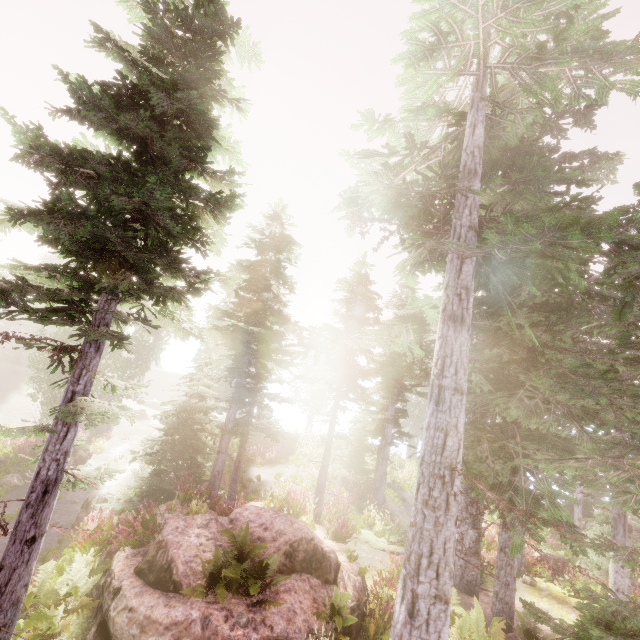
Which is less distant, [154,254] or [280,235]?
[154,254]

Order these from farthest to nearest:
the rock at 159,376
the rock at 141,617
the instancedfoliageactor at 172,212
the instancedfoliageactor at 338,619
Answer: the rock at 159,376 < the instancedfoliageactor at 338,619 < the rock at 141,617 < the instancedfoliageactor at 172,212

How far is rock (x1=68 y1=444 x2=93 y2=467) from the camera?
21.1m

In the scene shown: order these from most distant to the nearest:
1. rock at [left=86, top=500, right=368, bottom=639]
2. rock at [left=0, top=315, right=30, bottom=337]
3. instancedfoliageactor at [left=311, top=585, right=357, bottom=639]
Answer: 1. rock at [left=0, top=315, right=30, bottom=337]
2. instancedfoliageactor at [left=311, top=585, right=357, bottom=639]
3. rock at [left=86, top=500, right=368, bottom=639]

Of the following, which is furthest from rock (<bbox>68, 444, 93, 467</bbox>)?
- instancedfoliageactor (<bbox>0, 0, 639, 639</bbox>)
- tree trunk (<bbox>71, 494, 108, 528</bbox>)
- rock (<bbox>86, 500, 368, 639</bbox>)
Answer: rock (<bbox>86, 500, 368, 639</bbox>)

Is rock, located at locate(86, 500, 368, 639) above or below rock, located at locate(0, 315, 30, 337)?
below

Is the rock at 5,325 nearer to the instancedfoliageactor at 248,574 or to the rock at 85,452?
the instancedfoliageactor at 248,574

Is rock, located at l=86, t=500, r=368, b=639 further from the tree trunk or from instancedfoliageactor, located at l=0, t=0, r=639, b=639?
the tree trunk
